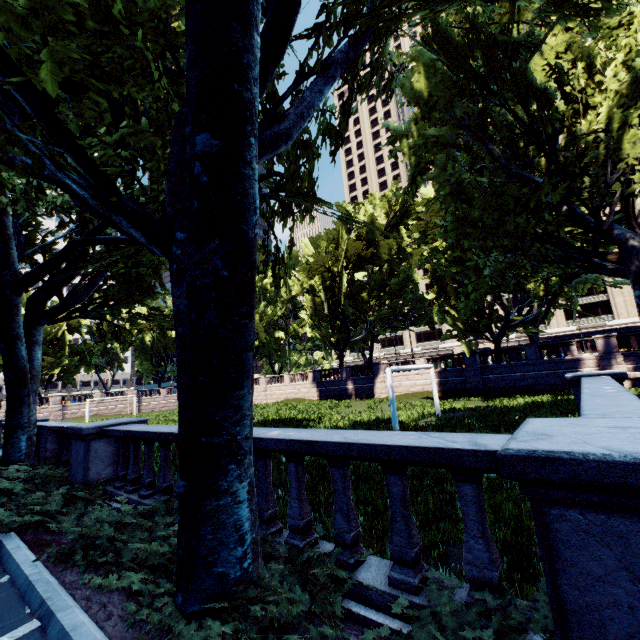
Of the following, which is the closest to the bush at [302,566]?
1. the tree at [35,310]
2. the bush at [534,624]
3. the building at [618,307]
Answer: the tree at [35,310]

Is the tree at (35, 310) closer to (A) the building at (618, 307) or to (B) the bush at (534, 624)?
(B) the bush at (534, 624)

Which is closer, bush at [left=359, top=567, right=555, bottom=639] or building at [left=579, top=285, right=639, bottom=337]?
bush at [left=359, top=567, right=555, bottom=639]

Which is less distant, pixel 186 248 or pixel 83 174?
pixel 186 248

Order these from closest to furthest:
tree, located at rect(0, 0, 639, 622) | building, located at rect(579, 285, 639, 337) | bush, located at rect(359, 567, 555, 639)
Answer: bush, located at rect(359, 567, 555, 639), tree, located at rect(0, 0, 639, 622), building, located at rect(579, 285, 639, 337)

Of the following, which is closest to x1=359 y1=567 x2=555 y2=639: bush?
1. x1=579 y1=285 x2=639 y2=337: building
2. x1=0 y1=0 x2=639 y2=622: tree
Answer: x1=0 y1=0 x2=639 y2=622: tree

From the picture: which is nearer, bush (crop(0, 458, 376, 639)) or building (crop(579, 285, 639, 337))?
bush (crop(0, 458, 376, 639))

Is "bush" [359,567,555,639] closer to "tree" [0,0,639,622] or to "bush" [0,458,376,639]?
"tree" [0,0,639,622]
